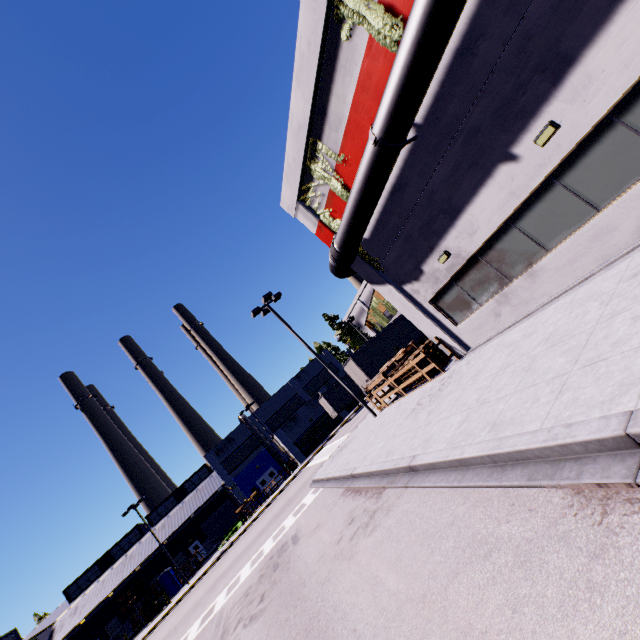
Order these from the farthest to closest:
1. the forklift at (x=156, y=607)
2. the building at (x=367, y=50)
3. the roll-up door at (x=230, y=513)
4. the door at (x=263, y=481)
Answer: the roll-up door at (x=230, y=513) → the door at (x=263, y=481) → the forklift at (x=156, y=607) → the building at (x=367, y=50)

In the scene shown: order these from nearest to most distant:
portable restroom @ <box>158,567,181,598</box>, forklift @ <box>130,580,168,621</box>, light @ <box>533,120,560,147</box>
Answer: light @ <box>533,120,560,147</box> → forklift @ <box>130,580,168,621</box> → portable restroom @ <box>158,567,181,598</box>

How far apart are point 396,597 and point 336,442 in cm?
2541

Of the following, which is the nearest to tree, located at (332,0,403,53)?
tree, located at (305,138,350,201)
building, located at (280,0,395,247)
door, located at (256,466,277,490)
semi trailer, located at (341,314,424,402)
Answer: building, located at (280,0,395,247)

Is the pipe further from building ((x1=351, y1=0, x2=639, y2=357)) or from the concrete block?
the concrete block

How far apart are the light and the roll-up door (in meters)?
55.83

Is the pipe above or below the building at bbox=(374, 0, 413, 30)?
below

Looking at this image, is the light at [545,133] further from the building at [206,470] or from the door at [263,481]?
the door at [263,481]
